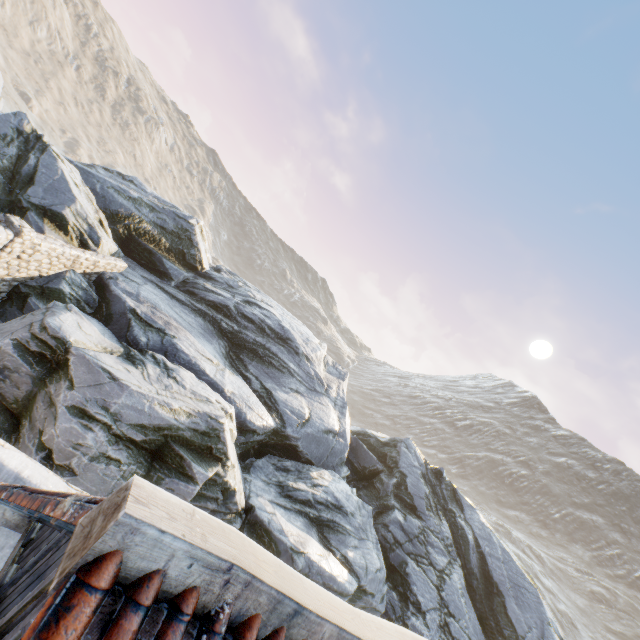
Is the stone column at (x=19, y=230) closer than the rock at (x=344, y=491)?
No

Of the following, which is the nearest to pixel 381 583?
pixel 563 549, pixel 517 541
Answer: pixel 517 541

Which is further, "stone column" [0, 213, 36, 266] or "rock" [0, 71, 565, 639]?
"stone column" [0, 213, 36, 266]
